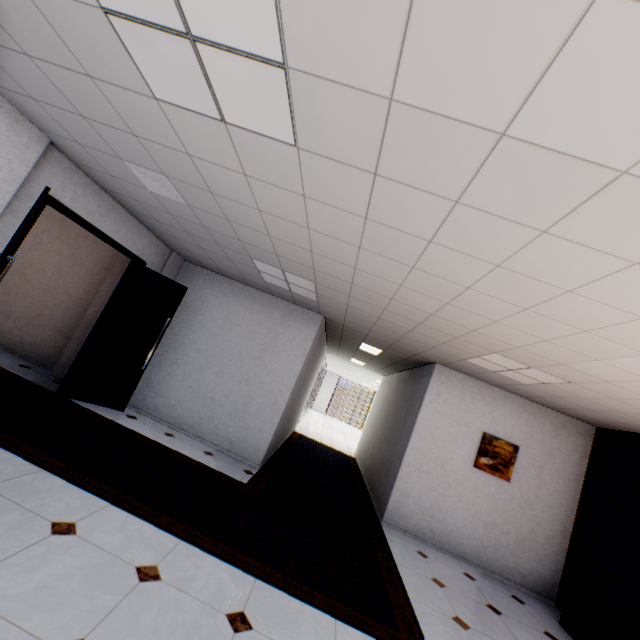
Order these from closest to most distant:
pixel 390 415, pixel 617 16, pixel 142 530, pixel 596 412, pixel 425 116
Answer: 1. pixel 617 16
2. pixel 425 116
3. pixel 142 530
4. pixel 596 412
5. pixel 390 415

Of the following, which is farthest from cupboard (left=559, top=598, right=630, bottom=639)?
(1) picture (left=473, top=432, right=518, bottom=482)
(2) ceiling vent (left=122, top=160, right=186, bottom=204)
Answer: (2) ceiling vent (left=122, top=160, right=186, bottom=204)

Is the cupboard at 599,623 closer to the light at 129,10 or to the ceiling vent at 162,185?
the light at 129,10

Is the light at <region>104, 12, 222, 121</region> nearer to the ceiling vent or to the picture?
the ceiling vent

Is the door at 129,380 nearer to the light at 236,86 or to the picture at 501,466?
the light at 236,86

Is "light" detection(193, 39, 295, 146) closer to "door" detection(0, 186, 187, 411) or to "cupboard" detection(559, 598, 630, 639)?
"door" detection(0, 186, 187, 411)

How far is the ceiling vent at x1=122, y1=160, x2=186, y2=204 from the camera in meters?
3.2 m

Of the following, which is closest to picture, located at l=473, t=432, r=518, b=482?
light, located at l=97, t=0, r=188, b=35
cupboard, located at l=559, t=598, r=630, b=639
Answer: cupboard, located at l=559, t=598, r=630, b=639
